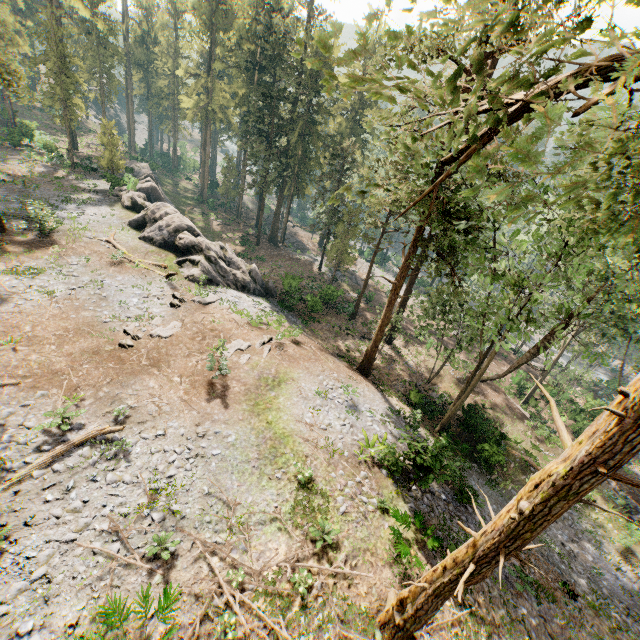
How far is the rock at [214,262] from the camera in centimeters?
2680cm

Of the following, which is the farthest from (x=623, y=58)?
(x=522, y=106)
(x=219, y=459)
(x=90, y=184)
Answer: (x=90, y=184)

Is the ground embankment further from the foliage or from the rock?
the rock

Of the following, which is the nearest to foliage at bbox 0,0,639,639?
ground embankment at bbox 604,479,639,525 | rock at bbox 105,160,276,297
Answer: rock at bbox 105,160,276,297

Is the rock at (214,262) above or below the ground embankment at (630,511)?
above

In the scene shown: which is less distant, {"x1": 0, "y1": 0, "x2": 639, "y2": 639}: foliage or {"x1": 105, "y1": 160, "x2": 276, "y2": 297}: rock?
{"x1": 0, "y1": 0, "x2": 639, "y2": 639}: foliage
